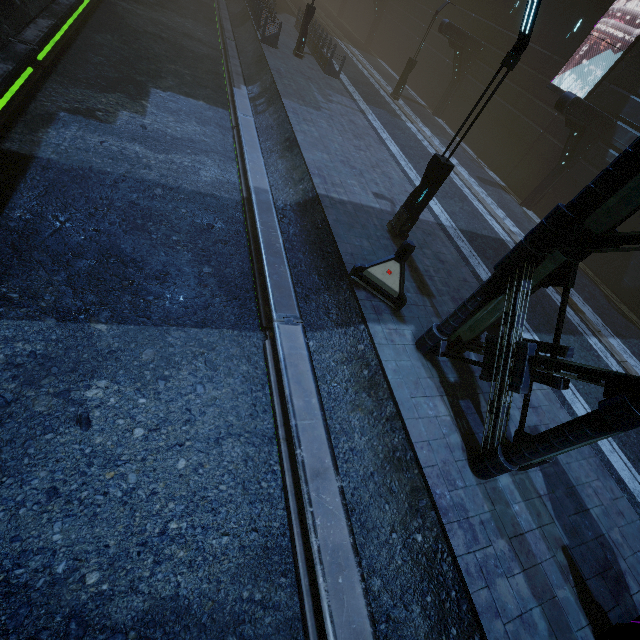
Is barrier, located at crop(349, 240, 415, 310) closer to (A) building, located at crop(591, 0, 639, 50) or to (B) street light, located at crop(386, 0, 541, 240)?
(A) building, located at crop(591, 0, 639, 50)

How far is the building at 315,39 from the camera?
19.8m

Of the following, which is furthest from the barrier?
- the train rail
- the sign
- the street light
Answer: the sign

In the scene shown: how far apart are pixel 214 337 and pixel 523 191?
20.72m

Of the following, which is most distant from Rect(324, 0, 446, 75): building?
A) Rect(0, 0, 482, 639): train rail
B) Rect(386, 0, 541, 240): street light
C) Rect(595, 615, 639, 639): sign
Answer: Rect(386, 0, 541, 240): street light

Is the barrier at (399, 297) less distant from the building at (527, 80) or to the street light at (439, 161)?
the building at (527, 80)

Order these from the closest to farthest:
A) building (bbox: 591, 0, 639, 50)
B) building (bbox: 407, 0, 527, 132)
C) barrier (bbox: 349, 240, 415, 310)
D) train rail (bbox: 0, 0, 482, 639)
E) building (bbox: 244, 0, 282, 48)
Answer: train rail (bbox: 0, 0, 482, 639), barrier (bbox: 349, 240, 415, 310), building (bbox: 591, 0, 639, 50), building (bbox: 244, 0, 282, 48), building (bbox: 407, 0, 527, 132)
